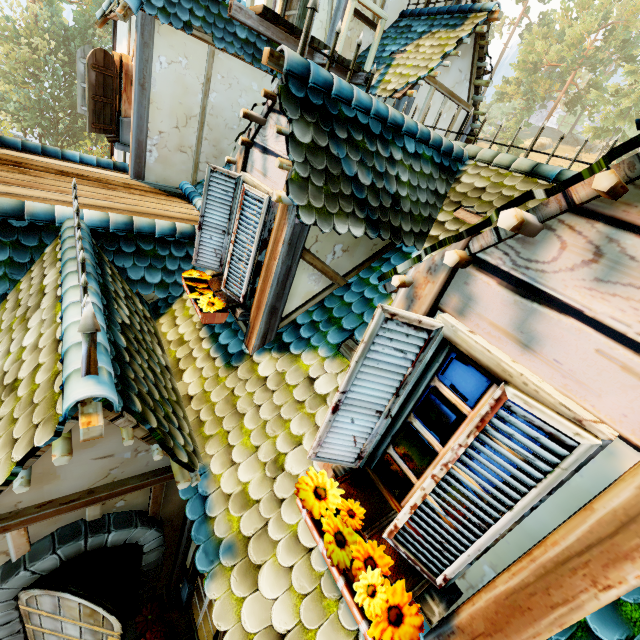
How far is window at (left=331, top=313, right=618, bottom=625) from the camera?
1.3m

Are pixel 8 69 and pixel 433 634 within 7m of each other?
no

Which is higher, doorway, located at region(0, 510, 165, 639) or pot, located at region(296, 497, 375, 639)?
pot, located at region(296, 497, 375, 639)

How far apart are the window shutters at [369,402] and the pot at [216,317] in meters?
1.8

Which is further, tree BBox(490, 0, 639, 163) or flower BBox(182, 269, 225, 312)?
tree BBox(490, 0, 639, 163)

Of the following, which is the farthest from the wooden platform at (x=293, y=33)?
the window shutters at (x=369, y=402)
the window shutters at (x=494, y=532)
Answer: the window shutters at (x=494, y=532)

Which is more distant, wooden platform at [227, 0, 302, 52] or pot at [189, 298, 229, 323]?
wooden platform at [227, 0, 302, 52]

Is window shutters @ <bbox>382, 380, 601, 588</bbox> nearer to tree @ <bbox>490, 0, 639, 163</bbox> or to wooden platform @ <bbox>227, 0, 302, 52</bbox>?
wooden platform @ <bbox>227, 0, 302, 52</bbox>
